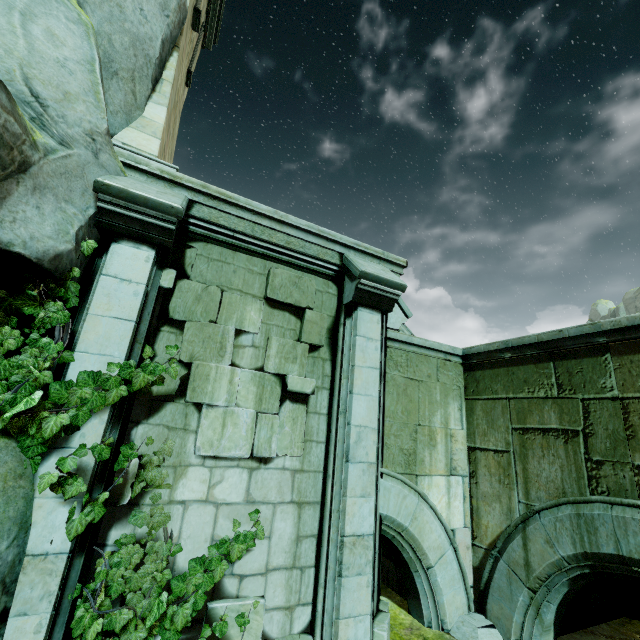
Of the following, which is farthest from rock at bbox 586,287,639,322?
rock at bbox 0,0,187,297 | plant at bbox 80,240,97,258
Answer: plant at bbox 80,240,97,258

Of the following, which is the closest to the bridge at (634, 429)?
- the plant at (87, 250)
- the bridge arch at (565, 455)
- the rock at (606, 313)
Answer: the bridge arch at (565, 455)

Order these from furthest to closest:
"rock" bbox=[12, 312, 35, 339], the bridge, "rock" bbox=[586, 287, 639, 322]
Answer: "rock" bbox=[586, 287, 639, 322] → the bridge → "rock" bbox=[12, 312, 35, 339]

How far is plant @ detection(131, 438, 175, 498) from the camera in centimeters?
364cm

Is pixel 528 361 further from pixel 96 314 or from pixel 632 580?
pixel 96 314

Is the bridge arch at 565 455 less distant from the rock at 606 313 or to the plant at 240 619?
the plant at 240 619

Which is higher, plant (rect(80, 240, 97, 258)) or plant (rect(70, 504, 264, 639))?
plant (rect(80, 240, 97, 258))

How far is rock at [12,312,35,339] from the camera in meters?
3.5
